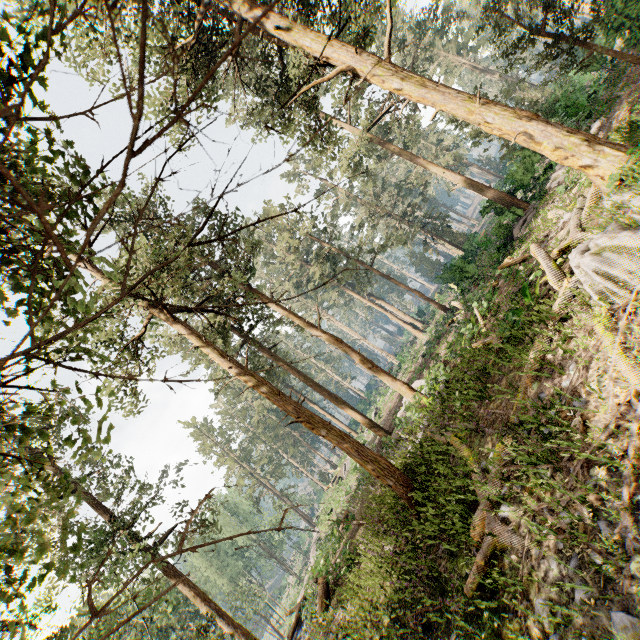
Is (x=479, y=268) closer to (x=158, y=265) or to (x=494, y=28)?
(x=494, y=28)

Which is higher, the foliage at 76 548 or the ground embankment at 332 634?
the foliage at 76 548

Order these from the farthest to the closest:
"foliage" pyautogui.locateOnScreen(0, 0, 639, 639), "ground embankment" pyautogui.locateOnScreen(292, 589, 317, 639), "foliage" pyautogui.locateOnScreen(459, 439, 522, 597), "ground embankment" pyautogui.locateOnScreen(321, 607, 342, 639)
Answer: "ground embankment" pyautogui.locateOnScreen(292, 589, 317, 639) < "ground embankment" pyautogui.locateOnScreen(321, 607, 342, 639) < "foliage" pyautogui.locateOnScreen(459, 439, 522, 597) < "foliage" pyautogui.locateOnScreen(0, 0, 639, 639)

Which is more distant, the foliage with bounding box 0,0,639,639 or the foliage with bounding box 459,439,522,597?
the foliage with bounding box 459,439,522,597

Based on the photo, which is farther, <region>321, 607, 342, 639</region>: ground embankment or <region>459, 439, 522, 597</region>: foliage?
<region>321, 607, 342, 639</region>: ground embankment
